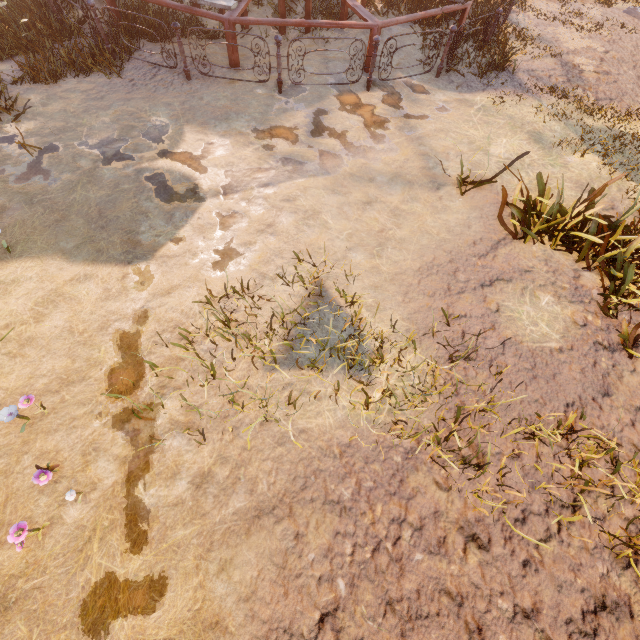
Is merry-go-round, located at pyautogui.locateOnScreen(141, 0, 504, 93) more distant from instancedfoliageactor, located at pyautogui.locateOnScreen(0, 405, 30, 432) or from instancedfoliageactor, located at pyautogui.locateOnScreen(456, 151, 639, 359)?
instancedfoliageactor, located at pyautogui.locateOnScreen(0, 405, 30, 432)

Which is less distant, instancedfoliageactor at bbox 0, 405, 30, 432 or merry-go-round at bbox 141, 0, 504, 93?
instancedfoliageactor at bbox 0, 405, 30, 432

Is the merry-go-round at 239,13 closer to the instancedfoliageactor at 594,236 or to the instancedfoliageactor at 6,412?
the instancedfoliageactor at 594,236

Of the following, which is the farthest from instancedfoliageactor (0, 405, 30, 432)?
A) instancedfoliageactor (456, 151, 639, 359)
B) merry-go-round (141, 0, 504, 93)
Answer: merry-go-round (141, 0, 504, 93)

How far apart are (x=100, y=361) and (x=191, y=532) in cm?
212

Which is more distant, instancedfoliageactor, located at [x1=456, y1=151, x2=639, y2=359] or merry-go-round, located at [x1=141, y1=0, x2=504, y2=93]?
merry-go-round, located at [x1=141, y1=0, x2=504, y2=93]

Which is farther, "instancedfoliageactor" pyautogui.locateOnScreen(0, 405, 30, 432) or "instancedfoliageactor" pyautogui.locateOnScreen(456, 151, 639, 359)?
"instancedfoliageactor" pyautogui.locateOnScreen(456, 151, 639, 359)

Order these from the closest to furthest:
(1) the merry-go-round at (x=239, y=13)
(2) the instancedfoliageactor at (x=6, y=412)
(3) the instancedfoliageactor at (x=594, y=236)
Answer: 1. (2) the instancedfoliageactor at (x=6, y=412)
2. (3) the instancedfoliageactor at (x=594, y=236)
3. (1) the merry-go-round at (x=239, y=13)
